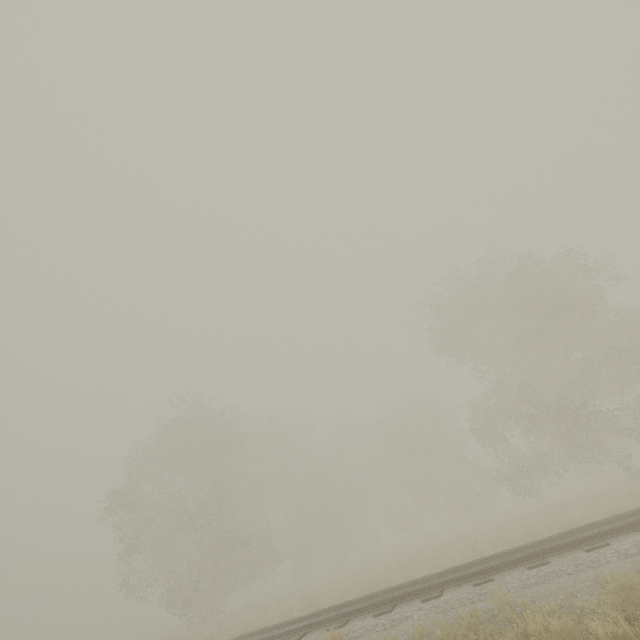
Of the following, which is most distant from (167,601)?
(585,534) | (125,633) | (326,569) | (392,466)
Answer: (585,534)
